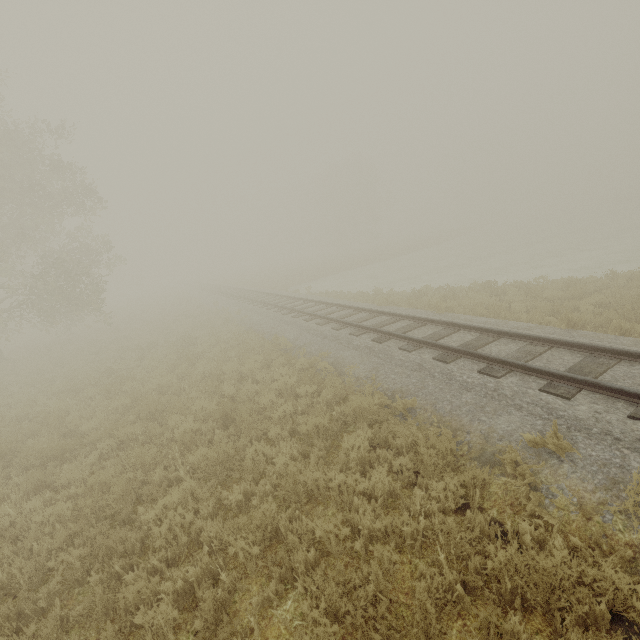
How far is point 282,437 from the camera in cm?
689

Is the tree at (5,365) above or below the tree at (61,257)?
below

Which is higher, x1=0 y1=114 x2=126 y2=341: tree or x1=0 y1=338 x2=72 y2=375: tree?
x1=0 y1=114 x2=126 y2=341: tree
